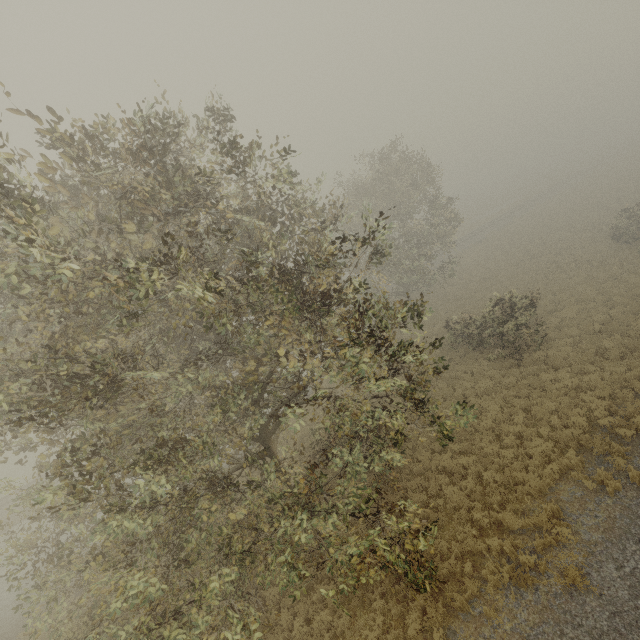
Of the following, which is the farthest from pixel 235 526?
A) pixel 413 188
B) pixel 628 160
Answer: pixel 628 160
